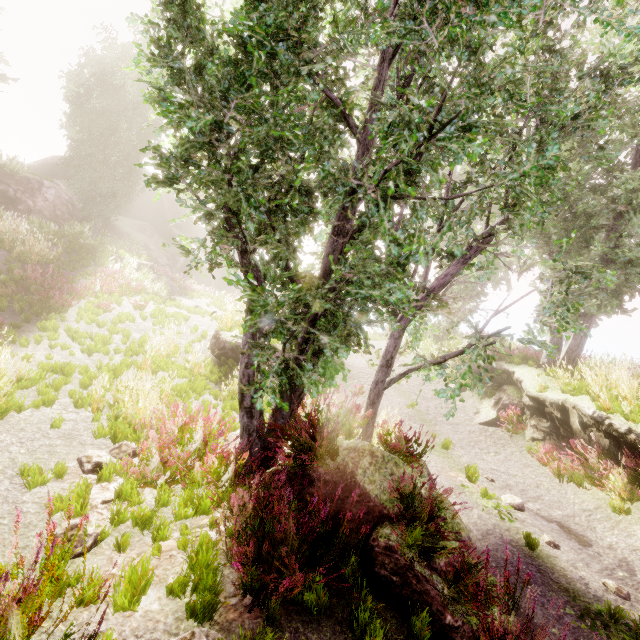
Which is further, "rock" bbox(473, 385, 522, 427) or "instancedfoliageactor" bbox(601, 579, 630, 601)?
"rock" bbox(473, 385, 522, 427)

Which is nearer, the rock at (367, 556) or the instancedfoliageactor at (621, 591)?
the rock at (367, 556)

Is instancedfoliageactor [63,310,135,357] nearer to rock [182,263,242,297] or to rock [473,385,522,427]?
rock [182,263,242,297]

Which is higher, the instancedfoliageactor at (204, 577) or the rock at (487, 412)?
the rock at (487, 412)

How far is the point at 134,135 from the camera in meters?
27.8

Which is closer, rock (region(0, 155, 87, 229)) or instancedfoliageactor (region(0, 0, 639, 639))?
instancedfoliageactor (region(0, 0, 639, 639))

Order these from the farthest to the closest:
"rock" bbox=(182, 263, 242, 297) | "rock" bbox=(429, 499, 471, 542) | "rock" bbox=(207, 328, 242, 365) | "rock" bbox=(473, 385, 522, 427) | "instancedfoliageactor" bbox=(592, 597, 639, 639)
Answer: "rock" bbox=(182, 263, 242, 297) → "rock" bbox=(473, 385, 522, 427) → "rock" bbox=(207, 328, 242, 365) → "rock" bbox=(429, 499, 471, 542) → "instancedfoliageactor" bbox=(592, 597, 639, 639)
